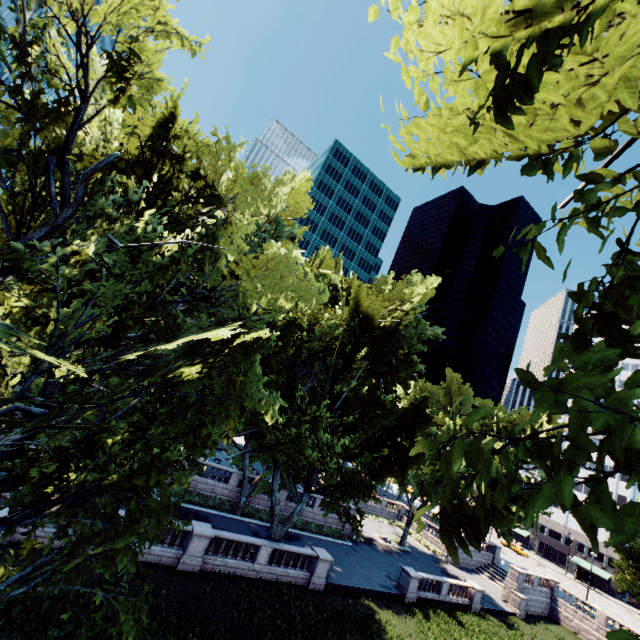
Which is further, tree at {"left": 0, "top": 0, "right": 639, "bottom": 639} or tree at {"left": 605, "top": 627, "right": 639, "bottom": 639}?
tree at {"left": 0, "top": 0, "right": 639, "bottom": 639}

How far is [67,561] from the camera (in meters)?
7.74

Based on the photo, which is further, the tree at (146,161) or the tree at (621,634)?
the tree at (146,161)
